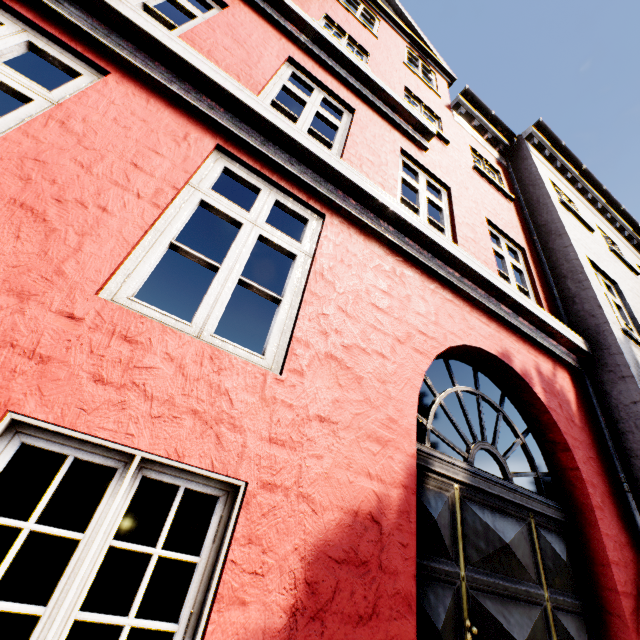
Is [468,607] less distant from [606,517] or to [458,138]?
[606,517]
